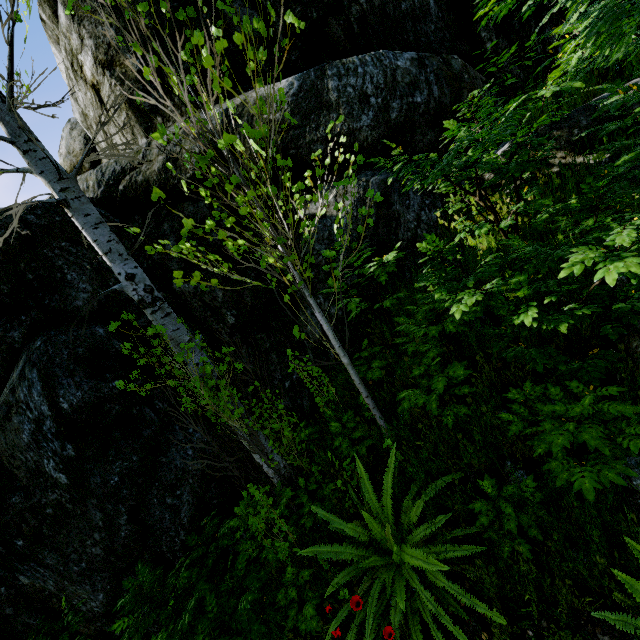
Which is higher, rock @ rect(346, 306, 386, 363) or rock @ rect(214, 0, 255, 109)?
rock @ rect(214, 0, 255, 109)

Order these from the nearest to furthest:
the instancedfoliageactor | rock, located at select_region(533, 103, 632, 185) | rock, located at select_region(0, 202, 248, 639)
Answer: the instancedfoliageactor
rock, located at select_region(533, 103, 632, 185)
rock, located at select_region(0, 202, 248, 639)

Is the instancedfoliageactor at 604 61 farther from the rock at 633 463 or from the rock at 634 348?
the rock at 634 348

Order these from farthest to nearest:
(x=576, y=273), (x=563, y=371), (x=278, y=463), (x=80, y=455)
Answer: (x=278, y=463), (x=80, y=455), (x=563, y=371), (x=576, y=273)

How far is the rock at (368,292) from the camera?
4.2m

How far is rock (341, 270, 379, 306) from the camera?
4.2 meters
